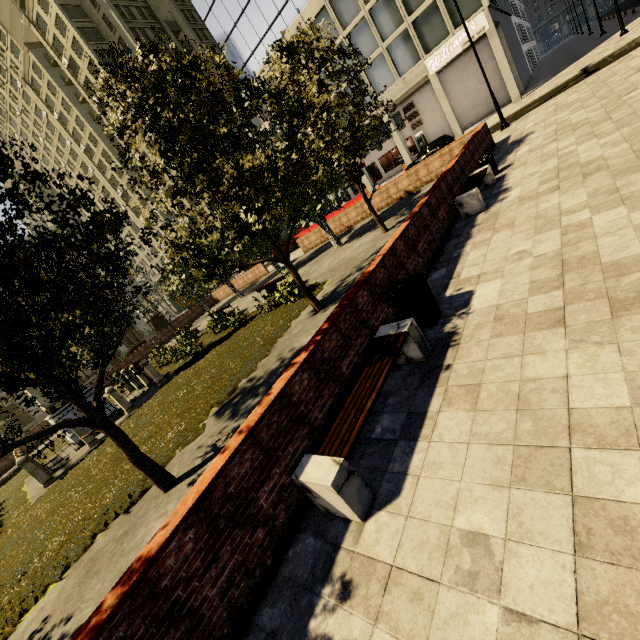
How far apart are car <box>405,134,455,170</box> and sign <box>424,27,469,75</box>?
7.3 meters

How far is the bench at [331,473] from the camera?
3.14m

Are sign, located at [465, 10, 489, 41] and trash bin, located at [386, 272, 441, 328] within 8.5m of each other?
no

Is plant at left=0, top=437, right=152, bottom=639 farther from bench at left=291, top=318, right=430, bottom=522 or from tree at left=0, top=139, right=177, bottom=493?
bench at left=291, top=318, right=430, bottom=522

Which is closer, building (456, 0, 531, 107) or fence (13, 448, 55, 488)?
fence (13, 448, 55, 488)

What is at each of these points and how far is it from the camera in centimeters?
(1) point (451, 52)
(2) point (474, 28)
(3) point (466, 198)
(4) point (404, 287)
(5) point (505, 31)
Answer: (1) sign, 2591cm
(2) sign, 2448cm
(3) bench, 885cm
(4) trash bin, 524cm
(5) building, 2883cm

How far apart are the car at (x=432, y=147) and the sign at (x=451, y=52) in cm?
728

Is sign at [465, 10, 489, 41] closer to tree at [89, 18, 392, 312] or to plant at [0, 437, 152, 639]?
tree at [89, 18, 392, 312]
